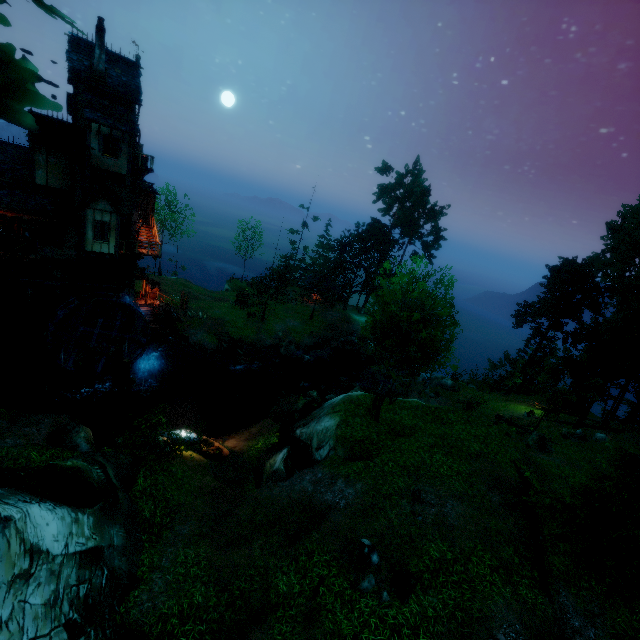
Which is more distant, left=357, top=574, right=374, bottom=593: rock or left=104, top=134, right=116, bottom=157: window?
left=104, top=134, right=116, bottom=157: window

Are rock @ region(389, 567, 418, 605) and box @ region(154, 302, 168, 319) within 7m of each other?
no

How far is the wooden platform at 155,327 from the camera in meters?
28.6 m

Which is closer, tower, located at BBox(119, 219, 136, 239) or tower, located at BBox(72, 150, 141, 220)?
tower, located at BBox(72, 150, 141, 220)

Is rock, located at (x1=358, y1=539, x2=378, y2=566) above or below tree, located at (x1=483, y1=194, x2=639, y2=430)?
below

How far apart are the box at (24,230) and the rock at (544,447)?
37.4m

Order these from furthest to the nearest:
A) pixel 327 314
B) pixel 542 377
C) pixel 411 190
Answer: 1. pixel 327 314
2. pixel 411 190
3. pixel 542 377

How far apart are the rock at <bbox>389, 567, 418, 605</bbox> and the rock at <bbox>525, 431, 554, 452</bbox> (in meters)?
18.39
